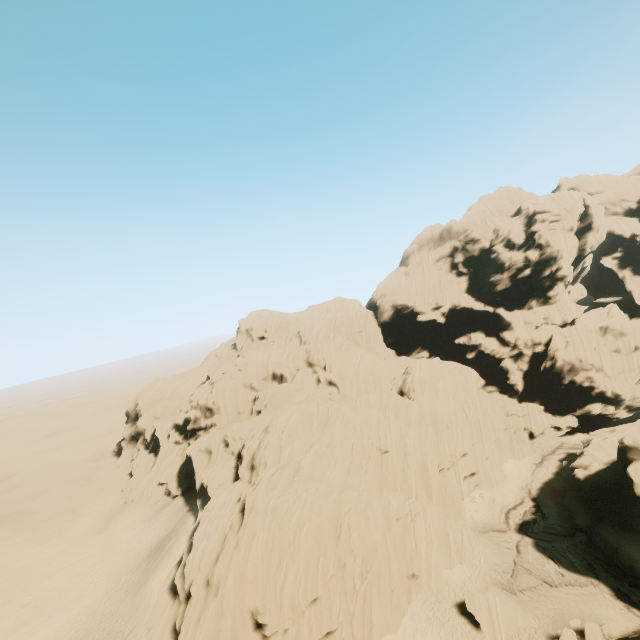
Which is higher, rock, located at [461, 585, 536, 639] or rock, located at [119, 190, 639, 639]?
rock, located at [119, 190, 639, 639]

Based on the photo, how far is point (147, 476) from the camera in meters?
52.8

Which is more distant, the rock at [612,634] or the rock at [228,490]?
the rock at [228,490]

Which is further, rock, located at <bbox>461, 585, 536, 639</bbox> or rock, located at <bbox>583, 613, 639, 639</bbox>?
rock, located at <bbox>461, 585, 536, 639</bbox>
